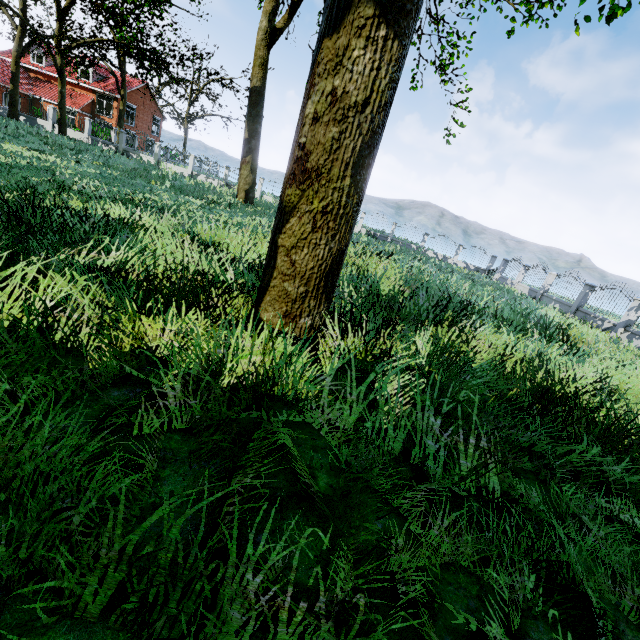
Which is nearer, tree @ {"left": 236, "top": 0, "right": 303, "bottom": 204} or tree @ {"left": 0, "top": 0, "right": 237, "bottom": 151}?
tree @ {"left": 236, "top": 0, "right": 303, "bottom": 204}

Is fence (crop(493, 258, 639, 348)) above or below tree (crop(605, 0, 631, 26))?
below

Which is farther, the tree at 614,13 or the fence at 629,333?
the fence at 629,333

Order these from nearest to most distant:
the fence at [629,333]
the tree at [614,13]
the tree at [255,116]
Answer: the tree at [614,13] → the fence at [629,333] → the tree at [255,116]

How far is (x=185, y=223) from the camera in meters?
7.5

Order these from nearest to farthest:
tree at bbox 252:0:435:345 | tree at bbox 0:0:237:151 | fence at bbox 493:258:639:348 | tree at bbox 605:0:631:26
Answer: tree at bbox 252:0:435:345 < tree at bbox 605:0:631:26 < fence at bbox 493:258:639:348 < tree at bbox 0:0:237:151
